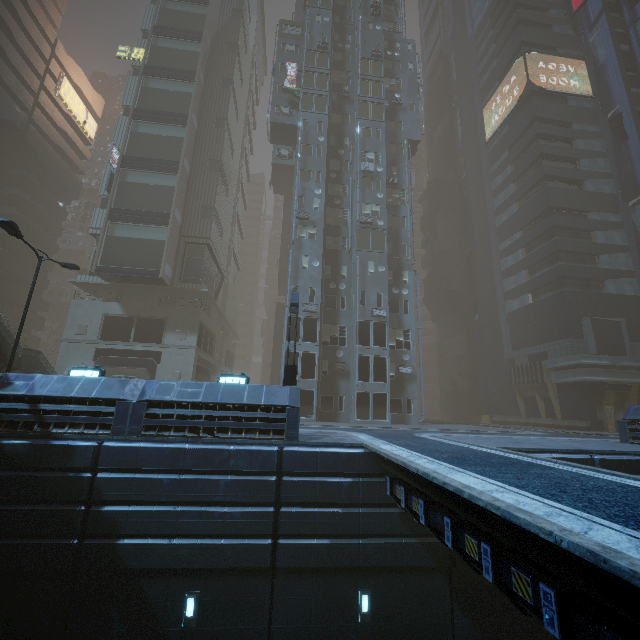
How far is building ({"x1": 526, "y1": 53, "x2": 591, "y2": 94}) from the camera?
39.3m

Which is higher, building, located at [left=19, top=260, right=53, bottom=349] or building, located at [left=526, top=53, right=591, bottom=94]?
building, located at [left=526, top=53, right=591, bottom=94]

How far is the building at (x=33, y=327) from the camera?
45.2 meters

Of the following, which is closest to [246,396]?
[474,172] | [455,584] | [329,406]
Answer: [455,584]

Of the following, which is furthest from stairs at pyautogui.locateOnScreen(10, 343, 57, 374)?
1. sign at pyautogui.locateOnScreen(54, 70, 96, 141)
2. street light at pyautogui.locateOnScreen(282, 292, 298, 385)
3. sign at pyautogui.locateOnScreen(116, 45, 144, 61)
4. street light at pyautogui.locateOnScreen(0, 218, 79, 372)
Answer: sign at pyautogui.locateOnScreen(54, 70, 96, 141)

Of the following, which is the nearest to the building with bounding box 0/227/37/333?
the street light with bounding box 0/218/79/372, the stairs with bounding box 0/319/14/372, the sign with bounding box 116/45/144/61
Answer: the sign with bounding box 116/45/144/61

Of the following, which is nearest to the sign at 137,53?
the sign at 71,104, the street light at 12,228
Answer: the sign at 71,104

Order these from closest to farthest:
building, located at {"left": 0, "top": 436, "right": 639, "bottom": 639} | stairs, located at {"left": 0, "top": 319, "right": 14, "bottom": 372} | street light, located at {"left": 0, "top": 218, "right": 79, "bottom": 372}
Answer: building, located at {"left": 0, "top": 436, "right": 639, "bottom": 639} → street light, located at {"left": 0, "top": 218, "right": 79, "bottom": 372} → stairs, located at {"left": 0, "top": 319, "right": 14, "bottom": 372}
